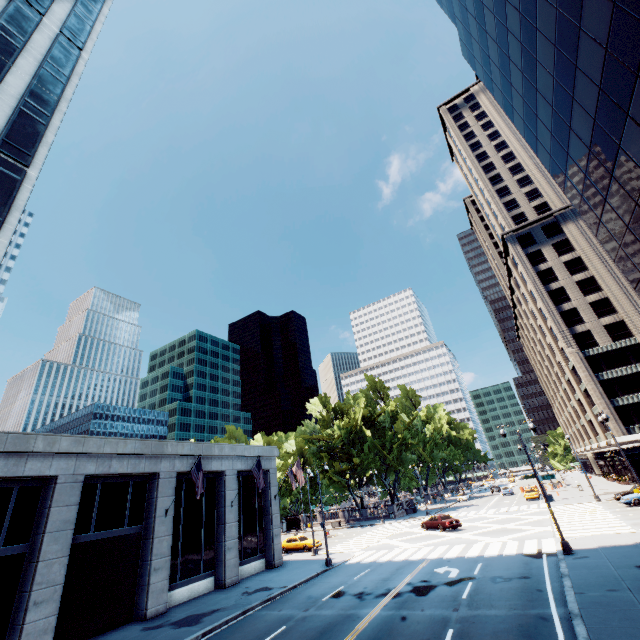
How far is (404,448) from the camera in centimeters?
5850cm

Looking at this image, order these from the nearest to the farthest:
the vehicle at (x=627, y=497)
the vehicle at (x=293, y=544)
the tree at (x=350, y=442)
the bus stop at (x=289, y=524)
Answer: the vehicle at (x=627, y=497) < the vehicle at (x=293, y=544) < the tree at (x=350, y=442) < the bus stop at (x=289, y=524)

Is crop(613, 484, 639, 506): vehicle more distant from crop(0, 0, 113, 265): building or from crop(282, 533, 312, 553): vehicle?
crop(0, 0, 113, 265): building

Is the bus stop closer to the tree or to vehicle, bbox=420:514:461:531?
the tree

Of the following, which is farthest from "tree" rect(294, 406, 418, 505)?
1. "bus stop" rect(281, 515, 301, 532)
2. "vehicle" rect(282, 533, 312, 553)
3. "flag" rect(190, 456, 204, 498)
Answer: "flag" rect(190, 456, 204, 498)

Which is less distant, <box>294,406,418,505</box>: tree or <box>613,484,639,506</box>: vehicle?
<box>613,484,639,506</box>: vehicle

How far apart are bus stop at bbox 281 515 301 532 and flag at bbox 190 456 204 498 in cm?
4086

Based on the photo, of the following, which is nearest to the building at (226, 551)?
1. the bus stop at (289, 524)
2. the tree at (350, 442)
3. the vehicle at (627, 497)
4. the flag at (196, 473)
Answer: the flag at (196, 473)
